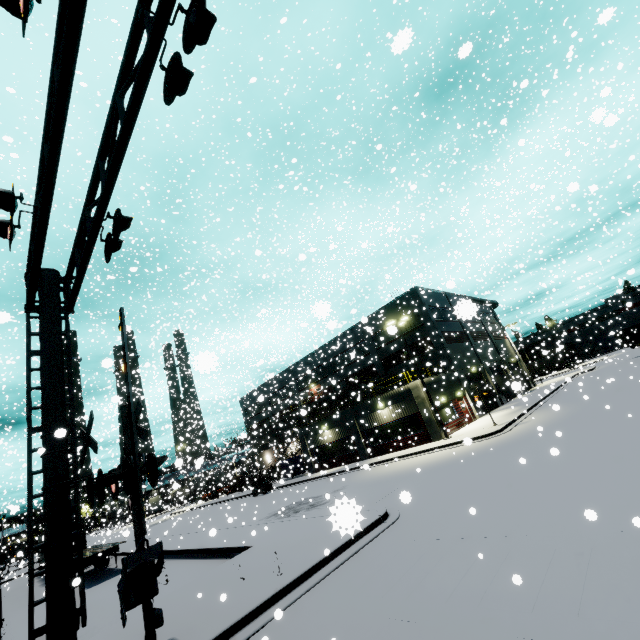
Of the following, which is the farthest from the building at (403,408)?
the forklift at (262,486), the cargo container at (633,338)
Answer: the forklift at (262,486)

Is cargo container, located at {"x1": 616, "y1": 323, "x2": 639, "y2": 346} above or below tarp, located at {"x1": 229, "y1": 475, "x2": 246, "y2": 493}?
above

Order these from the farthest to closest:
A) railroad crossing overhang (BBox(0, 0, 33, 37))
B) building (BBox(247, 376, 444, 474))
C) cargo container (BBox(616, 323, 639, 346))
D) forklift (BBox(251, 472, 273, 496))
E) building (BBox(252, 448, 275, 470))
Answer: cargo container (BBox(616, 323, 639, 346)) < building (BBox(252, 448, 275, 470)) < forklift (BBox(251, 472, 273, 496)) < building (BBox(247, 376, 444, 474)) < railroad crossing overhang (BBox(0, 0, 33, 37))

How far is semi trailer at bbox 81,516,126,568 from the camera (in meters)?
19.86

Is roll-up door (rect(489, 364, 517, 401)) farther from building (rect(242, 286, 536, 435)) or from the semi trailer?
the semi trailer

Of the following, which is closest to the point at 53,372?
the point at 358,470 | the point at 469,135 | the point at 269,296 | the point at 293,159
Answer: the point at 293,159

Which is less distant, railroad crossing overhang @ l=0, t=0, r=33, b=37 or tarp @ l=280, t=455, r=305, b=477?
railroad crossing overhang @ l=0, t=0, r=33, b=37
